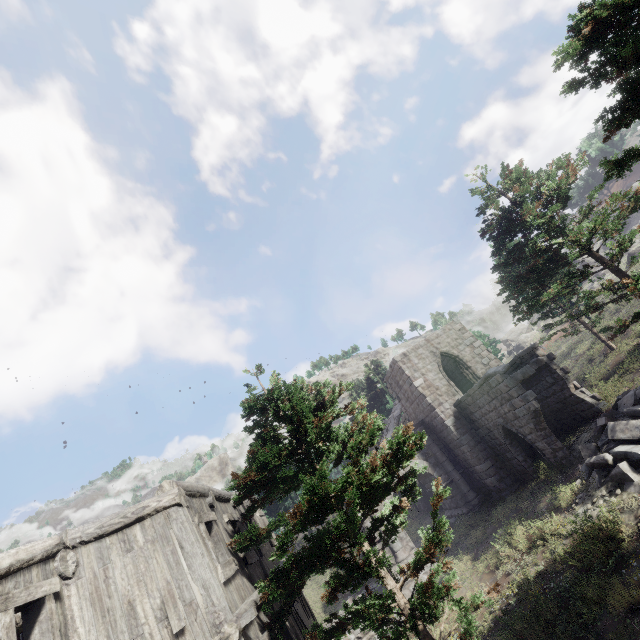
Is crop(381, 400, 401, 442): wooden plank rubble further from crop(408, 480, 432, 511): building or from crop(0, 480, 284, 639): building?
crop(0, 480, 284, 639): building

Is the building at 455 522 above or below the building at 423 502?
below

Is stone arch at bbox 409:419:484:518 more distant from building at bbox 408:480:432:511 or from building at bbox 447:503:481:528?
building at bbox 408:480:432:511

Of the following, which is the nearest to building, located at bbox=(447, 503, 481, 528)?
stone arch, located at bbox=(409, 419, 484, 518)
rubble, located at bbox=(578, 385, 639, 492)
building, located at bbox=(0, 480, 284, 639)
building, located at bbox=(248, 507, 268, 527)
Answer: stone arch, located at bbox=(409, 419, 484, 518)

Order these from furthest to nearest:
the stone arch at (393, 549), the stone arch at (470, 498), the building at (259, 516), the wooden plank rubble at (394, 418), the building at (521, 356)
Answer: the wooden plank rubble at (394, 418)
the stone arch at (470, 498)
the stone arch at (393, 549)
the building at (521, 356)
the building at (259, 516)

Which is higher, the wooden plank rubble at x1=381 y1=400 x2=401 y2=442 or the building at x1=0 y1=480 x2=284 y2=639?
the wooden plank rubble at x1=381 y1=400 x2=401 y2=442

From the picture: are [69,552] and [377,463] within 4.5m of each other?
no

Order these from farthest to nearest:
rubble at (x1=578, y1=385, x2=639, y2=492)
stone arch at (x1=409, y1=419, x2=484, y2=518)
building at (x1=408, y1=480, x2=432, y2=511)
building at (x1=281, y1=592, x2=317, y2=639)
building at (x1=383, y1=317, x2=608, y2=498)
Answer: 1. building at (x1=408, y1=480, x2=432, y2=511)
2. stone arch at (x1=409, y1=419, x2=484, y2=518)
3. building at (x1=383, y1=317, x2=608, y2=498)
4. rubble at (x1=578, y1=385, x2=639, y2=492)
5. building at (x1=281, y1=592, x2=317, y2=639)
